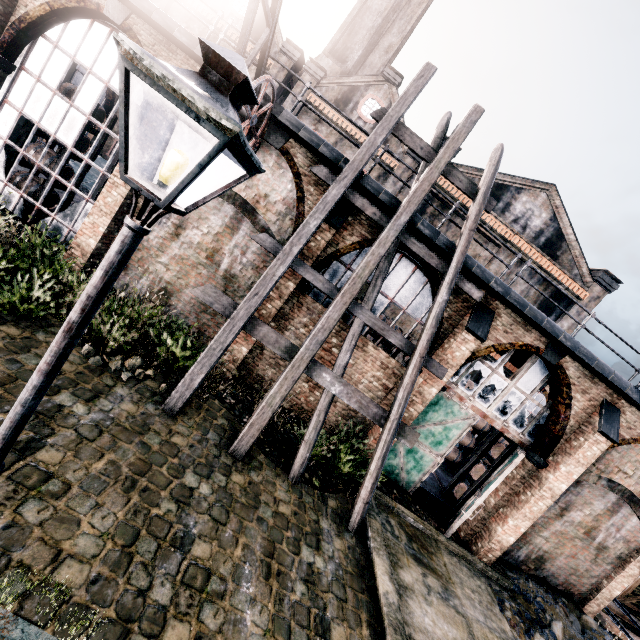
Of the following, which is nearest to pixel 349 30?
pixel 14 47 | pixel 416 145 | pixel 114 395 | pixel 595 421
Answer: pixel 416 145

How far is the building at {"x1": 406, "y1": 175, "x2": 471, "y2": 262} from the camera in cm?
1000

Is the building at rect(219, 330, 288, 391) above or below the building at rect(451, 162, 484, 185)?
below

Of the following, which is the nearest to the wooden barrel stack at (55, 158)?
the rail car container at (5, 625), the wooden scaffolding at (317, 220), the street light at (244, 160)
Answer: the wooden scaffolding at (317, 220)

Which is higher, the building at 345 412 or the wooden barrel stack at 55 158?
the wooden barrel stack at 55 158

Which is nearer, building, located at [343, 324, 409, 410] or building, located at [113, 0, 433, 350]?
building, located at [113, 0, 433, 350]

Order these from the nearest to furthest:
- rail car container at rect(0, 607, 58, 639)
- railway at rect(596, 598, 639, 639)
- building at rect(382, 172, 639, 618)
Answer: rail car container at rect(0, 607, 58, 639) < building at rect(382, 172, 639, 618) < railway at rect(596, 598, 639, 639)

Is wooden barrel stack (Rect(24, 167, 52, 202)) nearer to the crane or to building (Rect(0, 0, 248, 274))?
building (Rect(0, 0, 248, 274))
